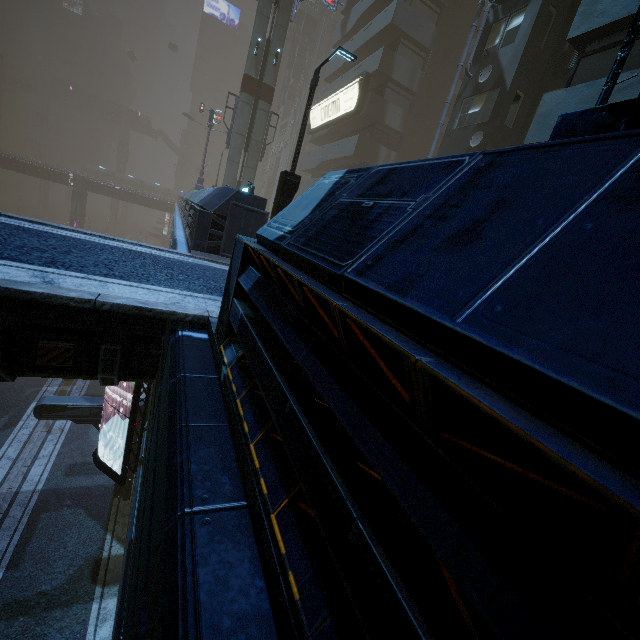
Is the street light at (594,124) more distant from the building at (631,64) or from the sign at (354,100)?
the sign at (354,100)

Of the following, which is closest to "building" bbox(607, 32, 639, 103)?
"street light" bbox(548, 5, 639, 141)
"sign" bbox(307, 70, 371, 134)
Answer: "sign" bbox(307, 70, 371, 134)

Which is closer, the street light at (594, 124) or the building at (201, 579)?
the building at (201, 579)

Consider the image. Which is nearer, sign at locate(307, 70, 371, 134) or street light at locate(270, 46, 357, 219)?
street light at locate(270, 46, 357, 219)

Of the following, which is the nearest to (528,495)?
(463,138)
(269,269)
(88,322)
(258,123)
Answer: (269,269)

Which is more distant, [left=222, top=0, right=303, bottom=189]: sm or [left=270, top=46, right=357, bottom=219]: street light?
[left=222, top=0, right=303, bottom=189]: sm
